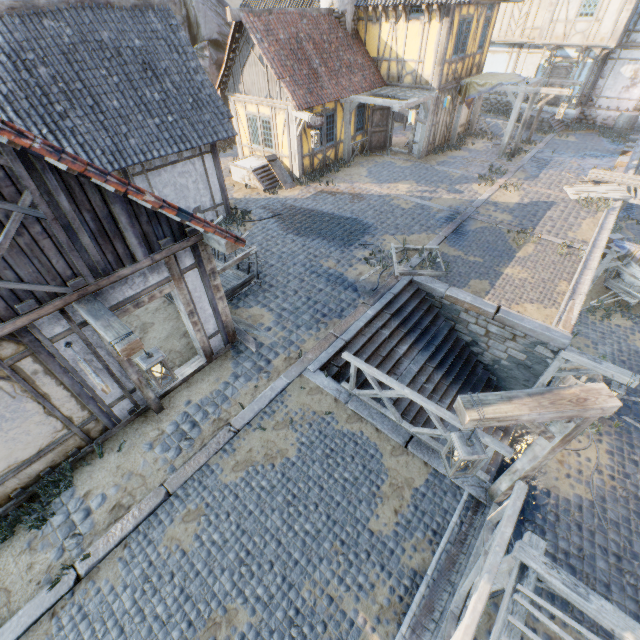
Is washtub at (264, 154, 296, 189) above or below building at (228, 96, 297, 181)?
below

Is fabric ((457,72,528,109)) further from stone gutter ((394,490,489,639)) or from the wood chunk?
stone gutter ((394,490,489,639))

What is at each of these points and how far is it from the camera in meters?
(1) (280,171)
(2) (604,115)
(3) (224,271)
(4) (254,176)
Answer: (1) washtub, 14.7 m
(2) stone foundation, 19.6 m
(3) wagon, 8.3 m
(4) stairs, 14.2 m

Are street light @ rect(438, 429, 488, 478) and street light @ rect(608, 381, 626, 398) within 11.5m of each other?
yes

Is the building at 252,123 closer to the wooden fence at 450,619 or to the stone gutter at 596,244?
the stone gutter at 596,244

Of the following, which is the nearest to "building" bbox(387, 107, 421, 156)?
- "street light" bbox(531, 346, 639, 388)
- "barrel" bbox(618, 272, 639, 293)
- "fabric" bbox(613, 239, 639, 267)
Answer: "fabric" bbox(613, 239, 639, 267)

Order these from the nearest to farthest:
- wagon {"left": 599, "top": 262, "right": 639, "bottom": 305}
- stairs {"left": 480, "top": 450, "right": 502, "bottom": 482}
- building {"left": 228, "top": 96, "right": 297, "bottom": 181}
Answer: stairs {"left": 480, "top": 450, "right": 502, "bottom": 482}
wagon {"left": 599, "top": 262, "right": 639, "bottom": 305}
building {"left": 228, "top": 96, "right": 297, "bottom": 181}

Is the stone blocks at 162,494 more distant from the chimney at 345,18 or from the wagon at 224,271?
the chimney at 345,18
